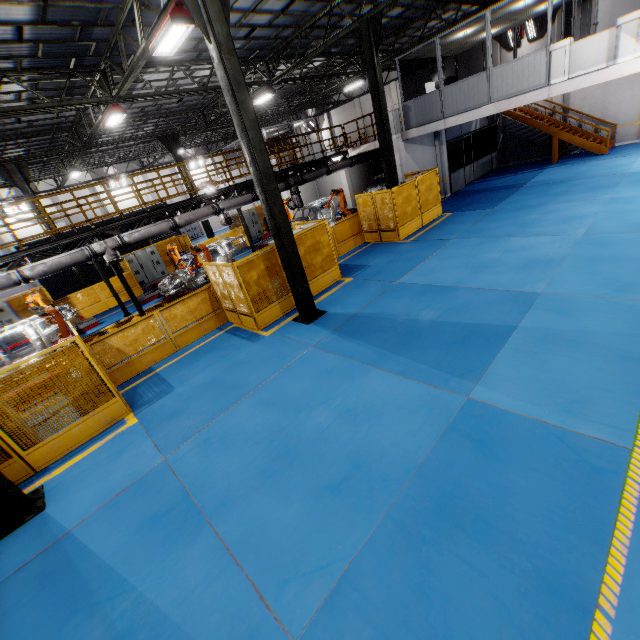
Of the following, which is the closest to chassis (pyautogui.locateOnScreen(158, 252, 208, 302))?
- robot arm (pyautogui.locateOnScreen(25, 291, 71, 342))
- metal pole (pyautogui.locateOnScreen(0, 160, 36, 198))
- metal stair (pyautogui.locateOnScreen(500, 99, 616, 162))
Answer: robot arm (pyautogui.locateOnScreen(25, 291, 71, 342))

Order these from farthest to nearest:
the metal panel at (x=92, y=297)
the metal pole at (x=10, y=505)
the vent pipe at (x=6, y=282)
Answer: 1. the metal panel at (x=92, y=297)
2. the vent pipe at (x=6, y=282)
3. the metal pole at (x=10, y=505)

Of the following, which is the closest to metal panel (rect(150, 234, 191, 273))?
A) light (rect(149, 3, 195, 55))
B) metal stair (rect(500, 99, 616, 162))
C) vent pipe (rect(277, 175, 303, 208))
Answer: vent pipe (rect(277, 175, 303, 208))

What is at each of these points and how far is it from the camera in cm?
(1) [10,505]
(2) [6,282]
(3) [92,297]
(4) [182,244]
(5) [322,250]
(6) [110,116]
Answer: (1) metal pole, 560
(2) vent pipe, 959
(3) metal panel, 1775
(4) metal panel, 2206
(5) metal panel, 1137
(6) light, 1217

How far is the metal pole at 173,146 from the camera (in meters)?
19.89

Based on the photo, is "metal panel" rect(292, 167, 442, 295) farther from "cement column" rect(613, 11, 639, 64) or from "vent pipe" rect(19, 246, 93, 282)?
"cement column" rect(613, 11, 639, 64)

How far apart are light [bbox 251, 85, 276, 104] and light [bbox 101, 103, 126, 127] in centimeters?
698cm

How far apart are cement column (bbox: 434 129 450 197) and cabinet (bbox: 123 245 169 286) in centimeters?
1827cm
